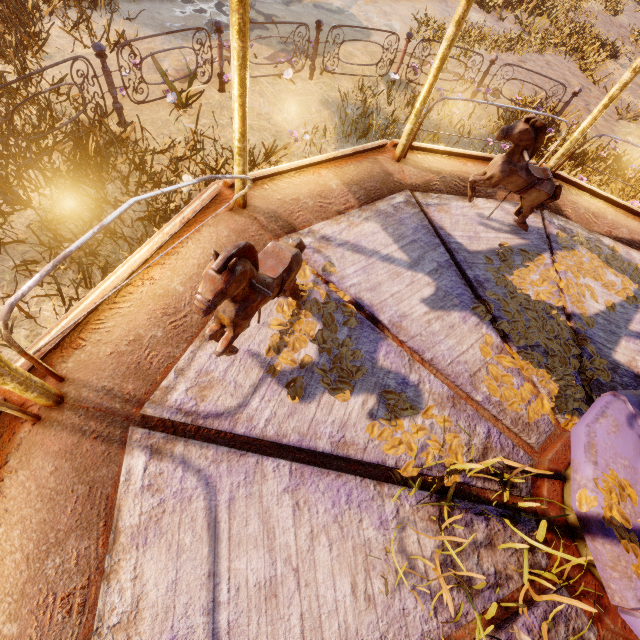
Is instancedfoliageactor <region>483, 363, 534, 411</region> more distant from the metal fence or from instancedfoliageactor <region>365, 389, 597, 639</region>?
the metal fence

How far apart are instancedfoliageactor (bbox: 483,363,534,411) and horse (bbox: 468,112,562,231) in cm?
23

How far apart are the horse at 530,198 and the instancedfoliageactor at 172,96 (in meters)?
4.82

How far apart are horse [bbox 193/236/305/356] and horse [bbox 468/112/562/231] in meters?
2.0

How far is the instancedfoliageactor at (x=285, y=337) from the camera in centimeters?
224cm

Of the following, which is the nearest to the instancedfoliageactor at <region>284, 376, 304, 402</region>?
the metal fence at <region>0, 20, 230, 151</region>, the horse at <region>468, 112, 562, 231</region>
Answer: the horse at <region>468, 112, 562, 231</region>

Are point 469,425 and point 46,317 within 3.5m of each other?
no

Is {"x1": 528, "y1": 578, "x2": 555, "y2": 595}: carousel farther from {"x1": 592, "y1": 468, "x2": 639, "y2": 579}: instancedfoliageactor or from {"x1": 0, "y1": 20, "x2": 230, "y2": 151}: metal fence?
{"x1": 0, "y1": 20, "x2": 230, "y2": 151}: metal fence
